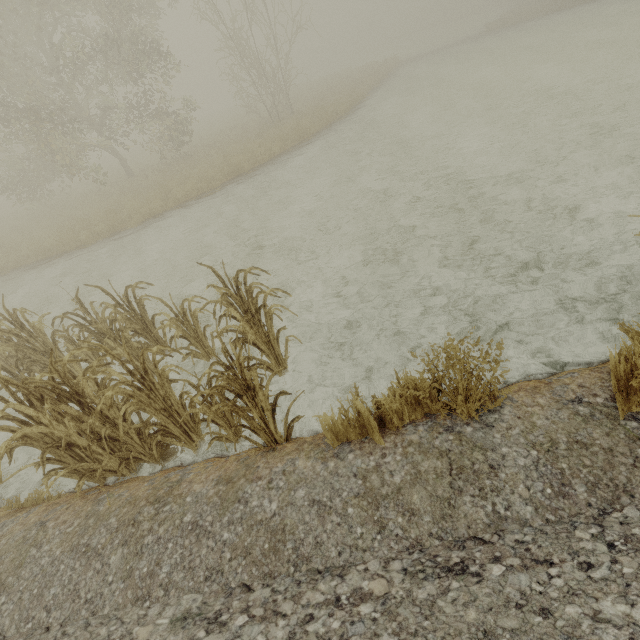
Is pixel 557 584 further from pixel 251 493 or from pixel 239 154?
pixel 239 154

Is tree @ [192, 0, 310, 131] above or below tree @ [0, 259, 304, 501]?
above

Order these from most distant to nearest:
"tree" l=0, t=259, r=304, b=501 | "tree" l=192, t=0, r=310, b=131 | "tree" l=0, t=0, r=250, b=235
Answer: "tree" l=192, t=0, r=310, b=131, "tree" l=0, t=0, r=250, b=235, "tree" l=0, t=259, r=304, b=501

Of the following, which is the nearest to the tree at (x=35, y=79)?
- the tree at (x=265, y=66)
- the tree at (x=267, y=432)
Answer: the tree at (x=265, y=66)

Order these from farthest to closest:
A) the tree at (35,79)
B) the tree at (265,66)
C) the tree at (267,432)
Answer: the tree at (265,66)
the tree at (35,79)
the tree at (267,432)

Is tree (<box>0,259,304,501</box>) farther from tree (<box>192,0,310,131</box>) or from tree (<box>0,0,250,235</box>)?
tree (<box>192,0,310,131</box>)

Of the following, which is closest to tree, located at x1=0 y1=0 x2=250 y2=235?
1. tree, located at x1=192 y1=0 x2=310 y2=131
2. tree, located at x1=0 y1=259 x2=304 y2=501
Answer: tree, located at x1=192 y1=0 x2=310 y2=131

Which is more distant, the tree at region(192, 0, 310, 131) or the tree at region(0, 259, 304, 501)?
the tree at region(192, 0, 310, 131)
